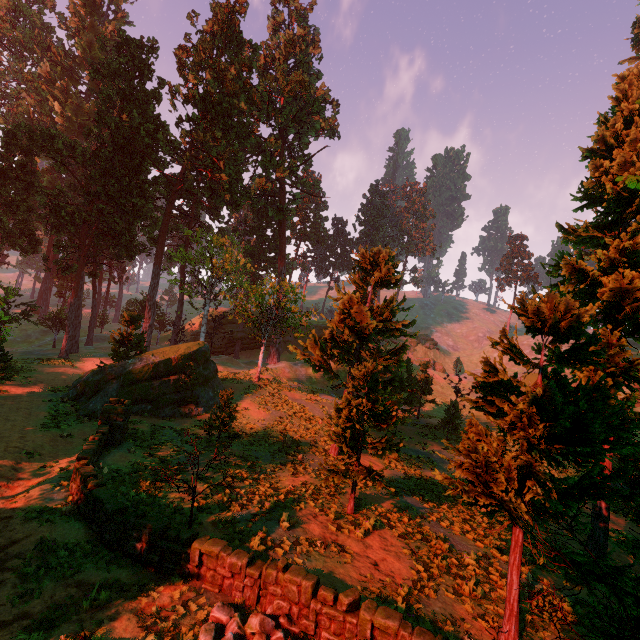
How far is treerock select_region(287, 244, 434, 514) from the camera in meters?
12.6 m

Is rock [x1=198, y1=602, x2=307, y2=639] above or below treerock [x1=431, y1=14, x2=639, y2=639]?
below

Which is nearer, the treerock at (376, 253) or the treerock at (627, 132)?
the treerock at (627, 132)

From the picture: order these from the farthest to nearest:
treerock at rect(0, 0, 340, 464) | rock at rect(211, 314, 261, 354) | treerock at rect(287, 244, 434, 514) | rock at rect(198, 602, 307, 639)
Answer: rock at rect(211, 314, 261, 354) → treerock at rect(0, 0, 340, 464) → treerock at rect(287, 244, 434, 514) → rock at rect(198, 602, 307, 639)

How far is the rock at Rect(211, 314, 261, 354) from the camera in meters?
52.5

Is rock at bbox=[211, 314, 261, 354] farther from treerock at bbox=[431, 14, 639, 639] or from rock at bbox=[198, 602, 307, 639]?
rock at bbox=[198, 602, 307, 639]

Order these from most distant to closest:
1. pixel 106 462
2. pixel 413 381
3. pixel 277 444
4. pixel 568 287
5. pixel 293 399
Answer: pixel 293 399 < pixel 413 381 < pixel 277 444 < pixel 568 287 < pixel 106 462

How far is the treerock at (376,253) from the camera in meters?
12.6
